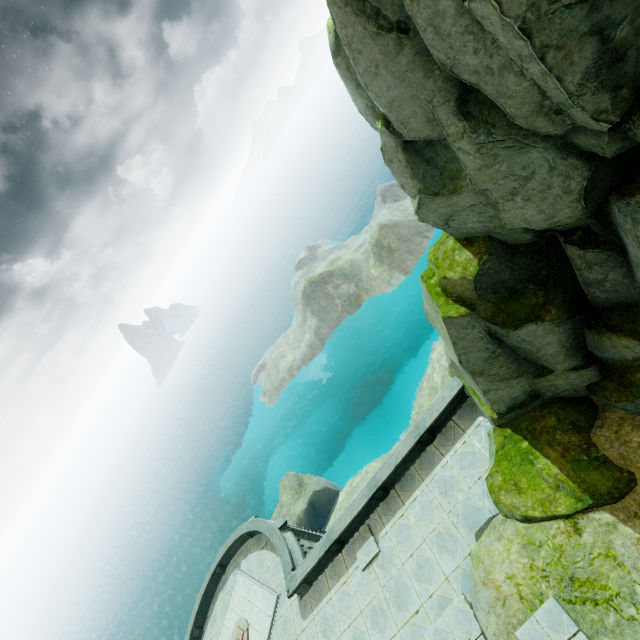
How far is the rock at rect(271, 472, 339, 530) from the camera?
30.6m

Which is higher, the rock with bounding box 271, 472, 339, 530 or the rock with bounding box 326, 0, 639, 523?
the rock with bounding box 326, 0, 639, 523

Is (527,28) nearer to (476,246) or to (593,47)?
(593,47)

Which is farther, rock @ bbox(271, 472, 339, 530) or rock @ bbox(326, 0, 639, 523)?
rock @ bbox(271, 472, 339, 530)

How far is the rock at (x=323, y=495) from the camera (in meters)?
30.59

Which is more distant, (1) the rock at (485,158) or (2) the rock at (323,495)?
(2) the rock at (323,495)
